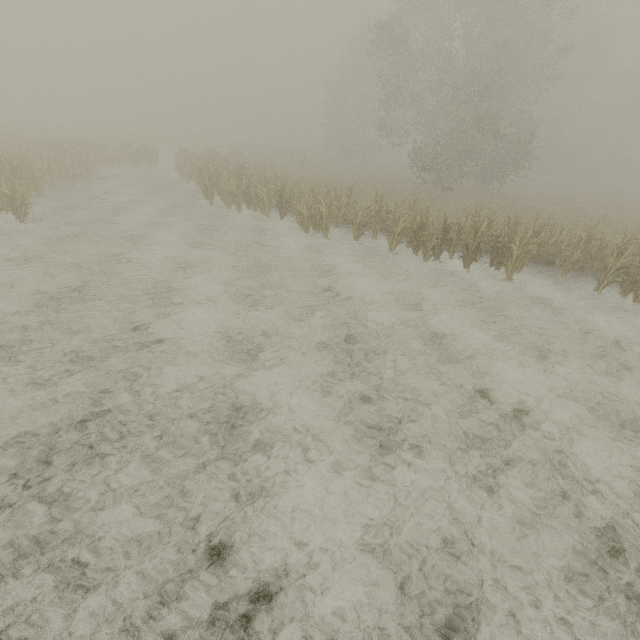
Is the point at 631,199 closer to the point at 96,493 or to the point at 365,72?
the point at 365,72
